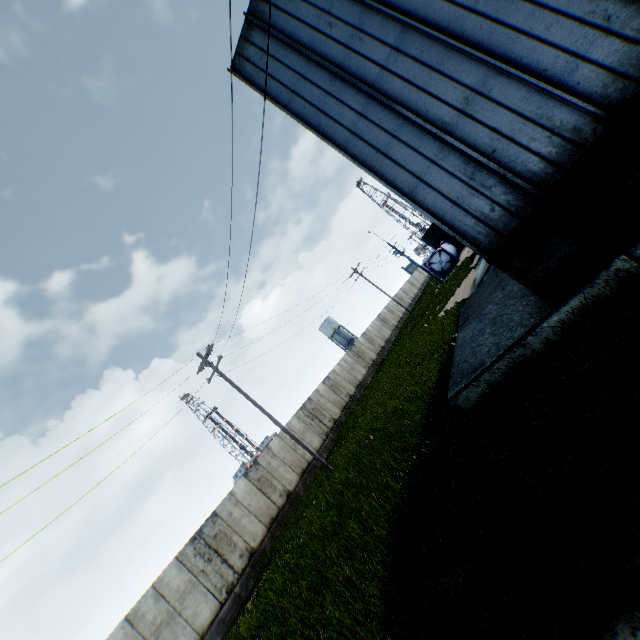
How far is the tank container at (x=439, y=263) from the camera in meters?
38.3 m

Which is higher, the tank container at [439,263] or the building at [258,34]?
the building at [258,34]

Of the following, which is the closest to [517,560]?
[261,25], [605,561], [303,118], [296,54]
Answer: [605,561]

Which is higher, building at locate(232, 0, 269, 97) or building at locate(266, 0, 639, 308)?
building at locate(232, 0, 269, 97)

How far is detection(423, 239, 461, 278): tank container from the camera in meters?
38.3 m

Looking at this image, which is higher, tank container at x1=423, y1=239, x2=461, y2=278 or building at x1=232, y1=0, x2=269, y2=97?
building at x1=232, y1=0, x2=269, y2=97

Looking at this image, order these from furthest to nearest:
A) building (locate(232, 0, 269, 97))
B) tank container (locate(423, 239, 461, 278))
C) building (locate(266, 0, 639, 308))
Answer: tank container (locate(423, 239, 461, 278)), building (locate(232, 0, 269, 97)), building (locate(266, 0, 639, 308))

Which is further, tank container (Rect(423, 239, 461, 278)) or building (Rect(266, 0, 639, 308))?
tank container (Rect(423, 239, 461, 278))
